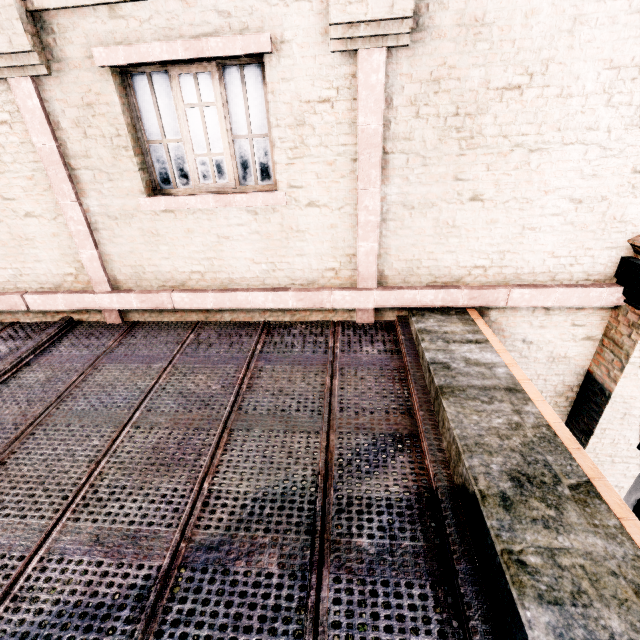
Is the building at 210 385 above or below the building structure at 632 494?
above

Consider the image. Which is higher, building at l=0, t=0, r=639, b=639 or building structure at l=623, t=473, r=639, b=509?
building at l=0, t=0, r=639, b=639

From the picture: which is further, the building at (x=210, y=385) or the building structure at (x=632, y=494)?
the building structure at (x=632, y=494)

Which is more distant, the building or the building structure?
the building structure

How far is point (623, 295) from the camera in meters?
4.7 m
